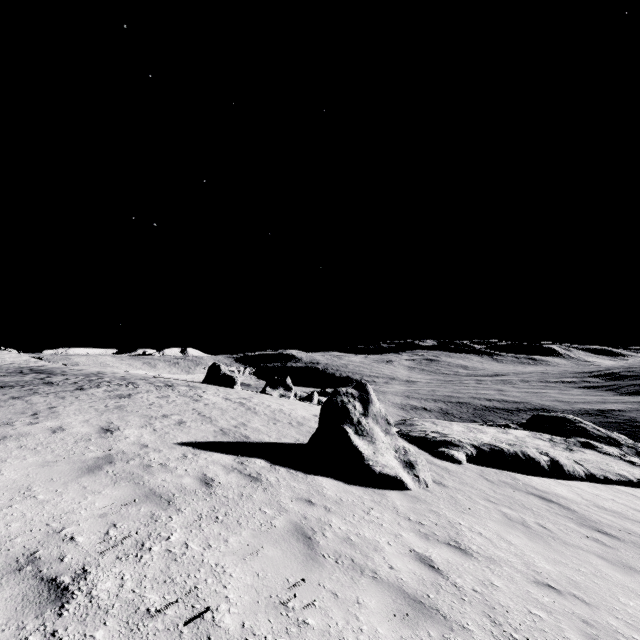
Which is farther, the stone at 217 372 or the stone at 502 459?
the stone at 217 372

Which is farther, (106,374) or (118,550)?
(106,374)

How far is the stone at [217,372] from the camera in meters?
27.7

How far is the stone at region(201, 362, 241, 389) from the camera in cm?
2769

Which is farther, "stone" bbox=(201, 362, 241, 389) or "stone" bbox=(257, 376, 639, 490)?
"stone" bbox=(201, 362, 241, 389)
